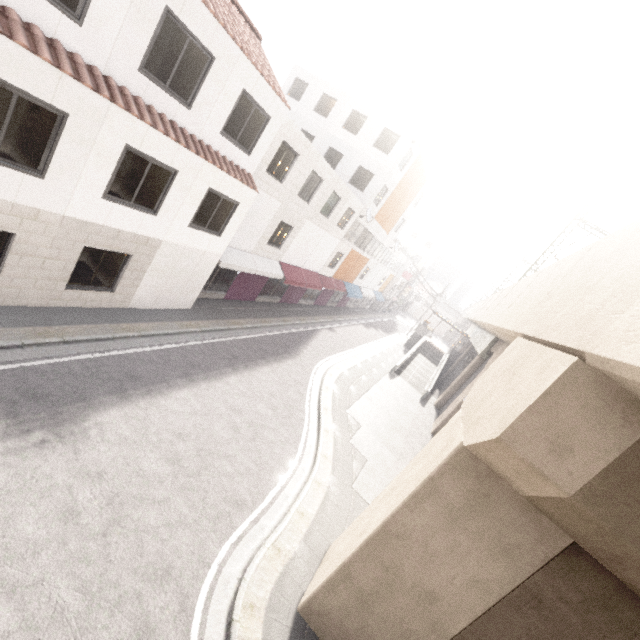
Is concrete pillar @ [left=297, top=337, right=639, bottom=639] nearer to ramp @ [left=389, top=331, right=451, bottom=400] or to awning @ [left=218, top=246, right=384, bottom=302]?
ramp @ [left=389, top=331, right=451, bottom=400]

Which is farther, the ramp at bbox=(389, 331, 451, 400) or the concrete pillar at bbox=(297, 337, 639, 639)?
the ramp at bbox=(389, 331, 451, 400)

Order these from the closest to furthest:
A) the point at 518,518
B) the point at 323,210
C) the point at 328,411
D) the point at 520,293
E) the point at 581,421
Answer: the point at 581,421 < the point at 518,518 < the point at 520,293 < the point at 328,411 < the point at 323,210

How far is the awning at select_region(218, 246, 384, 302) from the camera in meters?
15.2 m

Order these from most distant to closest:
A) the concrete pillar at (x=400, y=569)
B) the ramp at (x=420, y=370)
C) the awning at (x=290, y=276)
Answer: the ramp at (x=420, y=370) → the awning at (x=290, y=276) → the concrete pillar at (x=400, y=569)

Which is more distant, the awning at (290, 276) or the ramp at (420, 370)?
the ramp at (420, 370)

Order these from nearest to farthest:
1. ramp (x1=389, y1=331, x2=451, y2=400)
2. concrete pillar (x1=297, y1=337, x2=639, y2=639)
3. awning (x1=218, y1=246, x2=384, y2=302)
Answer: concrete pillar (x1=297, y1=337, x2=639, y2=639) < awning (x1=218, y1=246, x2=384, y2=302) < ramp (x1=389, y1=331, x2=451, y2=400)

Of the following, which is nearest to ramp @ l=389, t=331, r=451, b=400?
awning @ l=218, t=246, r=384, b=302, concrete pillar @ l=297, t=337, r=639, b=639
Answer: concrete pillar @ l=297, t=337, r=639, b=639
